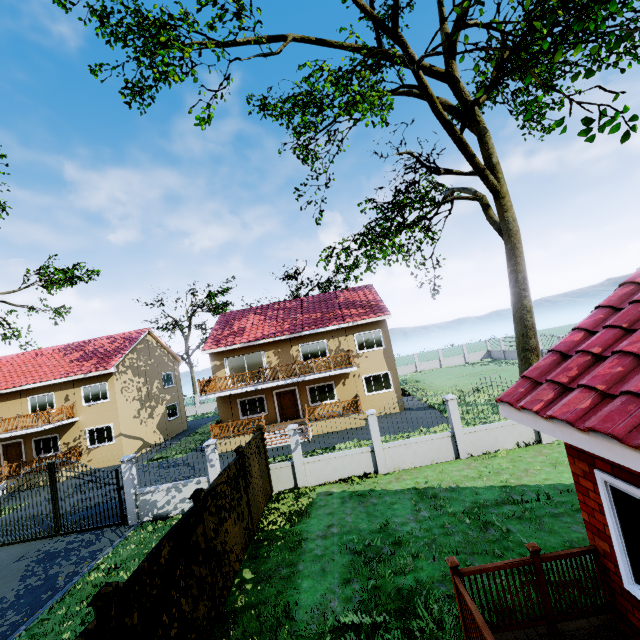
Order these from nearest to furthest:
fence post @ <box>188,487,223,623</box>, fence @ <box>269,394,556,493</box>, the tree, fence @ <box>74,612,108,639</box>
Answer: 1. fence @ <box>74,612,108,639</box>
2. fence post @ <box>188,487,223,623</box>
3. the tree
4. fence @ <box>269,394,556,493</box>

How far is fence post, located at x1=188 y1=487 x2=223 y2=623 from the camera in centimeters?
649cm

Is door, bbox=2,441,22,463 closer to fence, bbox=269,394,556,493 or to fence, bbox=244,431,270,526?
fence, bbox=269,394,556,493

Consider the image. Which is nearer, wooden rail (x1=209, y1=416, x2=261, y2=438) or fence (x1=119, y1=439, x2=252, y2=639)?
fence (x1=119, y1=439, x2=252, y2=639)

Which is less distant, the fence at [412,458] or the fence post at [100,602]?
the fence post at [100,602]

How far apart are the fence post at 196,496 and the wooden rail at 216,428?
14.1 meters

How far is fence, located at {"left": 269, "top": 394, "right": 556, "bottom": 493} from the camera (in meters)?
12.24

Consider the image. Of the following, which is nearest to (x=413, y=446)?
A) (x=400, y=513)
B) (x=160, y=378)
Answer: (x=400, y=513)
